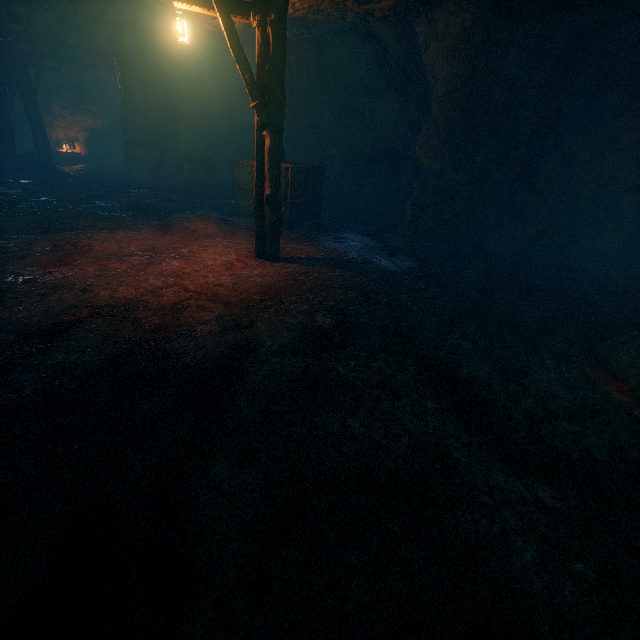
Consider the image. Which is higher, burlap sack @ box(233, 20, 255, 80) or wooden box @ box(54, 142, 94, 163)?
burlap sack @ box(233, 20, 255, 80)

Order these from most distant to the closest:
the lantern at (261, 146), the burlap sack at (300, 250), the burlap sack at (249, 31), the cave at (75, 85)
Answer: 1. the cave at (75, 85)
2. the burlap sack at (249, 31)
3. the lantern at (261, 146)
4. the burlap sack at (300, 250)

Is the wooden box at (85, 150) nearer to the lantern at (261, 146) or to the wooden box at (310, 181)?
the wooden box at (310, 181)

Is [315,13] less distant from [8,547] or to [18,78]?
[8,547]

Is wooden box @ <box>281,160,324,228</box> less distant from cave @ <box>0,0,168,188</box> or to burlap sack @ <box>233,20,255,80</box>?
burlap sack @ <box>233,20,255,80</box>

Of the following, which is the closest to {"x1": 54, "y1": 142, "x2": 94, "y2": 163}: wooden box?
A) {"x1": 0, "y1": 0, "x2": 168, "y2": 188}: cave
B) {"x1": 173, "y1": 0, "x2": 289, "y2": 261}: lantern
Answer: {"x1": 0, "y1": 0, "x2": 168, "y2": 188}: cave

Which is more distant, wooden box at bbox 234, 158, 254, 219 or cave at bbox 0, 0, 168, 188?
cave at bbox 0, 0, 168, 188

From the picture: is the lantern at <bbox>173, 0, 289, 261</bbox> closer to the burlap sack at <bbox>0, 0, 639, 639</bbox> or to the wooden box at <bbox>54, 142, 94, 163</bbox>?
the burlap sack at <bbox>0, 0, 639, 639</bbox>
